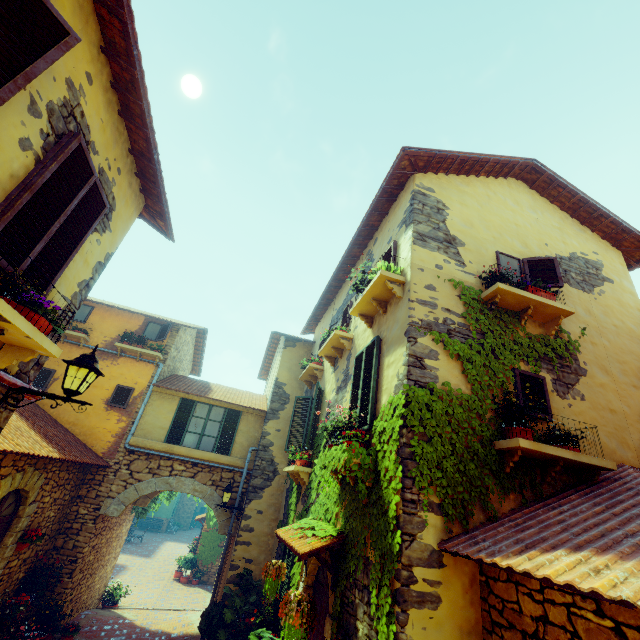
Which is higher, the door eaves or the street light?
the street light

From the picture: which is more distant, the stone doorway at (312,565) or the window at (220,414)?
the window at (220,414)

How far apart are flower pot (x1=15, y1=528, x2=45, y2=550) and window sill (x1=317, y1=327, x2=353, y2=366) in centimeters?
750cm

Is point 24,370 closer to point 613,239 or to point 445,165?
point 445,165

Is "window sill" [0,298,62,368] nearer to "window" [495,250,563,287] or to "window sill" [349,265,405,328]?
"window" [495,250,563,287]

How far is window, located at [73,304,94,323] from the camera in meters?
11.5

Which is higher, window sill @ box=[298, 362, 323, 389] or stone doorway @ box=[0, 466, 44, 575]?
window sill @ box=[298, 362, 323, 389]

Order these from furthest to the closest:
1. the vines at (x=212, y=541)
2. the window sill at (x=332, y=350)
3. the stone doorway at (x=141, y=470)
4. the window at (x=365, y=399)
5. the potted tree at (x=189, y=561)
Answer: the potted tree at (x=189, y=561), the vines at (x=212, y=541), the stone doorway at (x=141, y=470), the window sill at (x=332, y=350), the window at (x=365, y=399)
